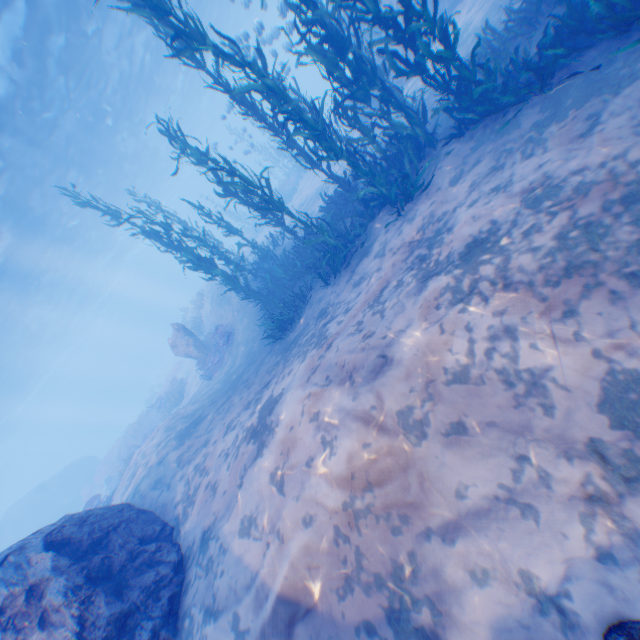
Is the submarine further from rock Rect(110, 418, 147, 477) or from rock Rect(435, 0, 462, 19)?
rock Rect(110, 418, 147, 477)

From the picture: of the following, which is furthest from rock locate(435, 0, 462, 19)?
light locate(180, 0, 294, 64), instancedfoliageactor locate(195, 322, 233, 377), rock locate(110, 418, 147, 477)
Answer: rock locate(110, 418, 147, 477)

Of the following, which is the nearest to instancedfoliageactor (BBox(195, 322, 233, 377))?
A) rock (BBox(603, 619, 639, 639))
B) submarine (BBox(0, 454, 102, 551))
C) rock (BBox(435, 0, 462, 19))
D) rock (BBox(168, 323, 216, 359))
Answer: rock (BBox(168, 323, 216, 359))

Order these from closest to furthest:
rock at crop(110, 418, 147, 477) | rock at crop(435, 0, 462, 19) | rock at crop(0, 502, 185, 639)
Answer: rock at crop(0, 502, 185, 639)
rock at crop(435, 0, 462, 19)
rock at crop(110, 418, 147, 477)

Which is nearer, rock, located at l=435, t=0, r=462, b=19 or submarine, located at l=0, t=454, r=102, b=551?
rock, located at l=435, t=0, r=462, b=19

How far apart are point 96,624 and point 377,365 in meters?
5.7 m

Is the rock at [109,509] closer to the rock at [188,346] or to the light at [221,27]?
the light at [221,27]

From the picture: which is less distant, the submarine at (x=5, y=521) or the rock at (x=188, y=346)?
the rock at (x=188, y=346)
